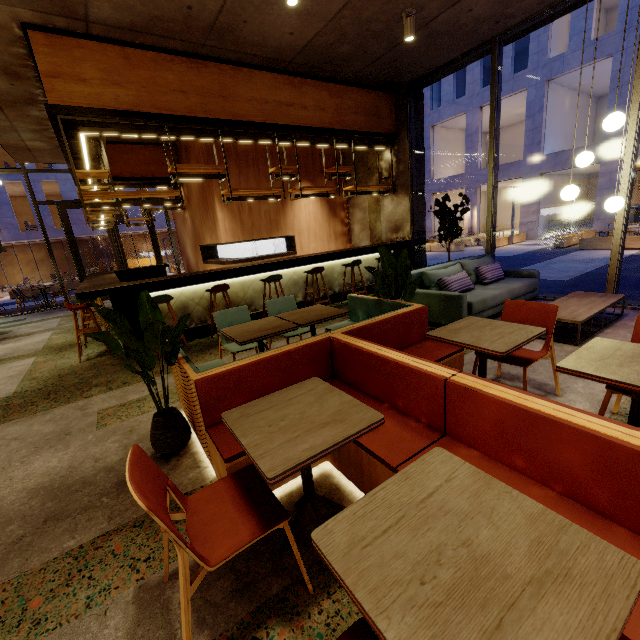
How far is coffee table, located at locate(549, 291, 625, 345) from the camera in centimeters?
393cm

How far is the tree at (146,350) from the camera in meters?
2.2

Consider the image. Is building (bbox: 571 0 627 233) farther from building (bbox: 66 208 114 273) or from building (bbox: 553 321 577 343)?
building (bbox: 66 208 114 273)

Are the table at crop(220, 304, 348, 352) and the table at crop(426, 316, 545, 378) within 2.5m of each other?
yes

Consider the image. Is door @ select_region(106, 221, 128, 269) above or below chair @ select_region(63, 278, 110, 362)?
above

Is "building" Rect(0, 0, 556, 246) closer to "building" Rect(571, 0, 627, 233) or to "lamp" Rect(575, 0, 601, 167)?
"lamp" Rect(575, 0, 601, 167)

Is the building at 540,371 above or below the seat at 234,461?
below

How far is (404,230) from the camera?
8.2 meters
